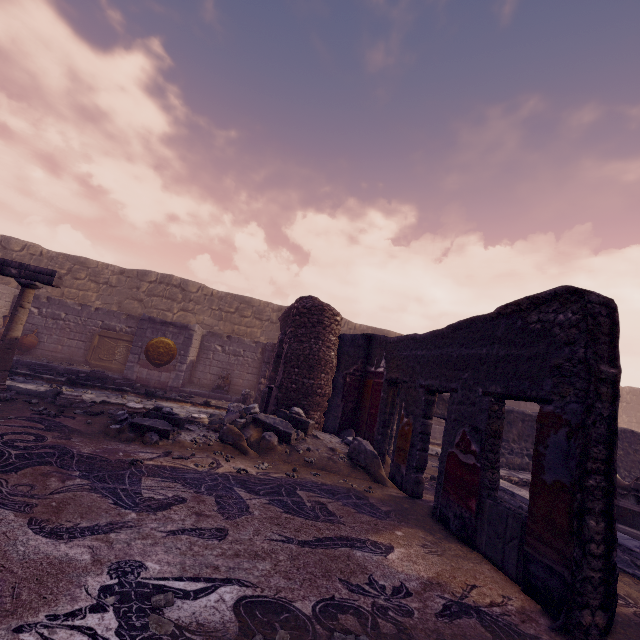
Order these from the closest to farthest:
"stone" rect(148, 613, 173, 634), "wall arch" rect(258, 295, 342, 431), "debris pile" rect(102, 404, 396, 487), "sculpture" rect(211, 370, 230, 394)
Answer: "stone" rect(148, 613, 173, 634)
"debris pile" rect(102, 404, 396, 487)
"wall arch" rect(258, 295, 342, 431)
"sculpture" rect(211, 370, 230, 394)

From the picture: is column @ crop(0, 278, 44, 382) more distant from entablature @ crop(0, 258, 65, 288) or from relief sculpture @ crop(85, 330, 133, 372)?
relief sculpture @ crop(85, 330, 133, 372)

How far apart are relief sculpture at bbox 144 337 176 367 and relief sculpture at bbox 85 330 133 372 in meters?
1.7

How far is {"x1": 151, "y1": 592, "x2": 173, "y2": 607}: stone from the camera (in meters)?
2.00

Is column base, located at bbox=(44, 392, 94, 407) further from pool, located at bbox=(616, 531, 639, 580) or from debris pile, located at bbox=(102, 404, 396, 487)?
pool, located at bbox=(616, 531, 639, 580)

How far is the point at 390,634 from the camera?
2.2m

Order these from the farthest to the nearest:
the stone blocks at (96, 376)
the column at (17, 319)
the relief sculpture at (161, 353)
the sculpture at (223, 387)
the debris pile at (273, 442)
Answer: the sculpture at (223, 387)
the relief sculpture at (161, 353)
the stone blocks at (96, 376)
the column at (17, 319)
the debris pile at (273, 442)

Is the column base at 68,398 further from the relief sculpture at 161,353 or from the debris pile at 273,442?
the relief sculpture at 161,353
